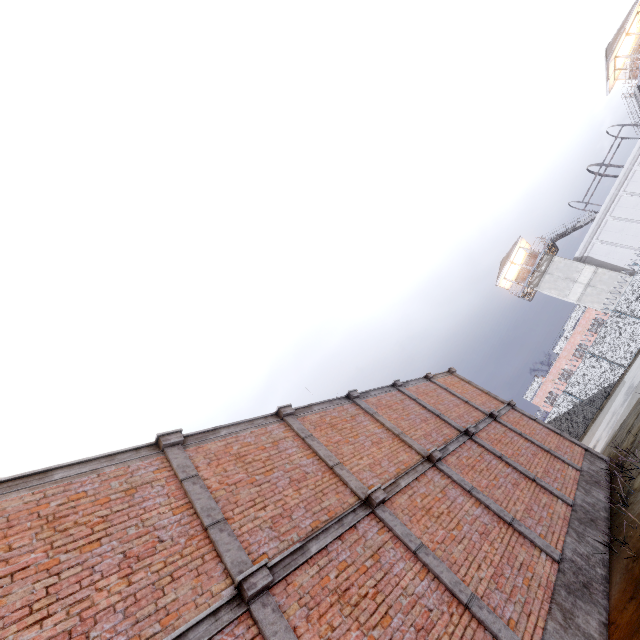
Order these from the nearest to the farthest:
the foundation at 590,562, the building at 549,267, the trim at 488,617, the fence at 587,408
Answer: the trim at 488,617 < the foundation at 590,562 < the fence at 587,408 < the building at 549,267

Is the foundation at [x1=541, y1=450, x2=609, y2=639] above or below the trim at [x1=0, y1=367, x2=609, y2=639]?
below

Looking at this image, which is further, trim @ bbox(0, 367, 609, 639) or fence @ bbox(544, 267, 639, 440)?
fence @ bbox(544, 267, 639, 440)

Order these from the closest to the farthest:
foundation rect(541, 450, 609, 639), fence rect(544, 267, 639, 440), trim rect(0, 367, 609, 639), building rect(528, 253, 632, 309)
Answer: trim rect(0, 367, 609, 639), foundation rect(541, 450, 609, 639), fence rect(544, 267, 639, 440), building rect(528, 253, 632, 309)

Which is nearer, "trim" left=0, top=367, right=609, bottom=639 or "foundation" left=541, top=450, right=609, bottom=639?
"trim" left=0, top=367, right=609, bottom=639

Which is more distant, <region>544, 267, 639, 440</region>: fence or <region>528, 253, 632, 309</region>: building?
<region>528, 253, 632, 309</region>: building

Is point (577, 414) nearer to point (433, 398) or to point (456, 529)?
point (433, 398)

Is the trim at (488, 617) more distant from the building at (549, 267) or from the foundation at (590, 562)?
the building at (549, 267)
